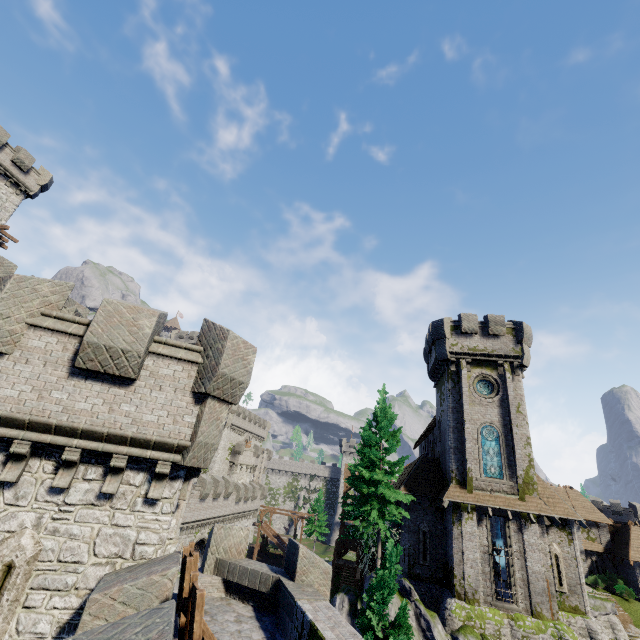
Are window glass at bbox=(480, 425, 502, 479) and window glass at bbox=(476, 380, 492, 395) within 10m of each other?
yes

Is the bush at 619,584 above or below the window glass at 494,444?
below

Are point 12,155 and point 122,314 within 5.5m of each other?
no

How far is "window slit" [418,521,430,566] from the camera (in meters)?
23.97

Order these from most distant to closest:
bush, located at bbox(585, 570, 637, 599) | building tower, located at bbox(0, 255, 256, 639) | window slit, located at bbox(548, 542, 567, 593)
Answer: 1. bush, located at bbox(585, 570, 637, 599)
2. window slit, located at bbox(548, 542, 567, 593)
3. building tower, located at bbox(0, 255, 256, 639)

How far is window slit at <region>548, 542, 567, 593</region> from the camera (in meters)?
22.12

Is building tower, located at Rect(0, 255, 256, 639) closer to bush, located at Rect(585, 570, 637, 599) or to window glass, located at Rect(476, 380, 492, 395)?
window glass, located at Rect(476, 380, 492, 395)

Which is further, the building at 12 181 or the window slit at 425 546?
the building at 12 181
